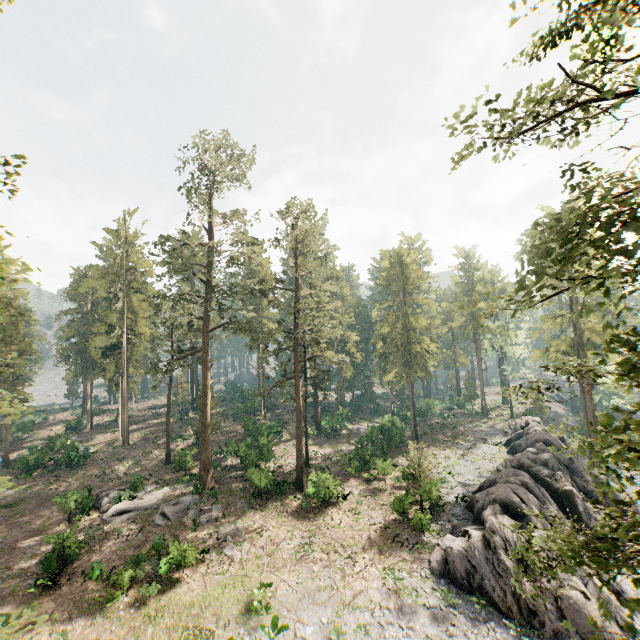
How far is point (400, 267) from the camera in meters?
49.3 m

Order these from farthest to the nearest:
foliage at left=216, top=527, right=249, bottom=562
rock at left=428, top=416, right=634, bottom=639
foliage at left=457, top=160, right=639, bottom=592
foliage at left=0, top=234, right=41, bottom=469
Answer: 1. foliage at left=216, top=527, right=249, bottom=562
2. rock at left=428, top=416, right=634, bottom=639
3. foliage at left=0, top=234, right=41, bottom=469
4. foliage at left=457, top=160, right=639, bottom=592

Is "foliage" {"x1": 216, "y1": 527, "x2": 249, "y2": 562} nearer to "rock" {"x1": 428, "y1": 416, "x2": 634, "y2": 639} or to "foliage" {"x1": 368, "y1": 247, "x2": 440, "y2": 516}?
"foliage" {"x1": 368, "y1": 247, "x2": 440, "y2": 516}

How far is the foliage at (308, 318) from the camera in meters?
A: 32.2 m

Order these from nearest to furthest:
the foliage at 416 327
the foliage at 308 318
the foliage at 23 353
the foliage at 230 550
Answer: the foliage at 23 353 < the foliage at 230 550 < the foliage at 416 327 < the foliage at 308 318

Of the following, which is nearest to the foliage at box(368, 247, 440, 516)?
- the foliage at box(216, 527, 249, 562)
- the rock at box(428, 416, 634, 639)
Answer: the rock at box(428, 416, 634, 639)
